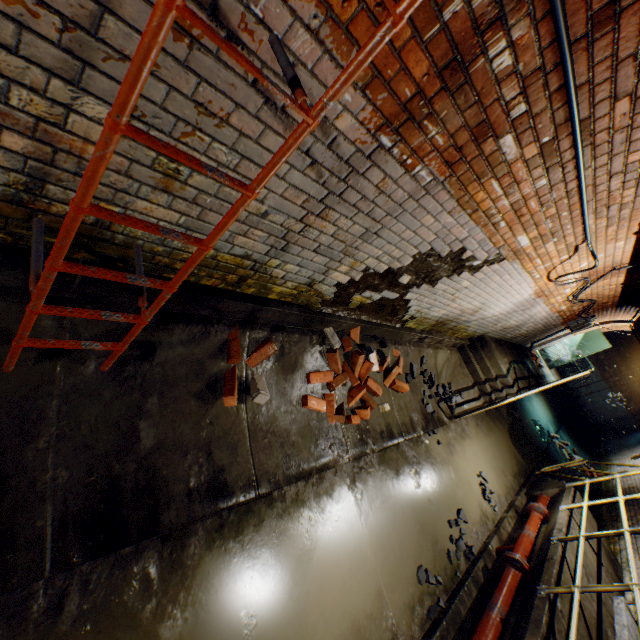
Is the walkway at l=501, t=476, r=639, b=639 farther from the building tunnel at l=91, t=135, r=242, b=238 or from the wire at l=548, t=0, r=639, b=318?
the wire at l=548, t=0, r=639, b=318

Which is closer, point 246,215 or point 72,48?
point 72,48

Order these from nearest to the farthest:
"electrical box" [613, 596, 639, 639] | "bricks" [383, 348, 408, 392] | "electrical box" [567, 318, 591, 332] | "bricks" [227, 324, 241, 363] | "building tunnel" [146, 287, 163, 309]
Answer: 1. "building tunnel" [146, 287, 163, 309]
2. "bricks" [227, 324, 241, 363]
3. "electrical box" [613, 596, 639, 639]
4. "bricks" [383, 348, 408, 392]
5. "electrical box" [567, 318, 591, 332]

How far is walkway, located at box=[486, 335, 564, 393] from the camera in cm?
723

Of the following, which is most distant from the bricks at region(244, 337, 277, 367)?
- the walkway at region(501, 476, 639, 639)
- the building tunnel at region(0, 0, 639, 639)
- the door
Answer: the door

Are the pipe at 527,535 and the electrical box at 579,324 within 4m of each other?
no

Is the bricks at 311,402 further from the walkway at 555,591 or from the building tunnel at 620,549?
the walkway at 555,591

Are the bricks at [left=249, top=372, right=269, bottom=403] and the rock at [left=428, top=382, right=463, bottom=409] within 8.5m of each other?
yes
